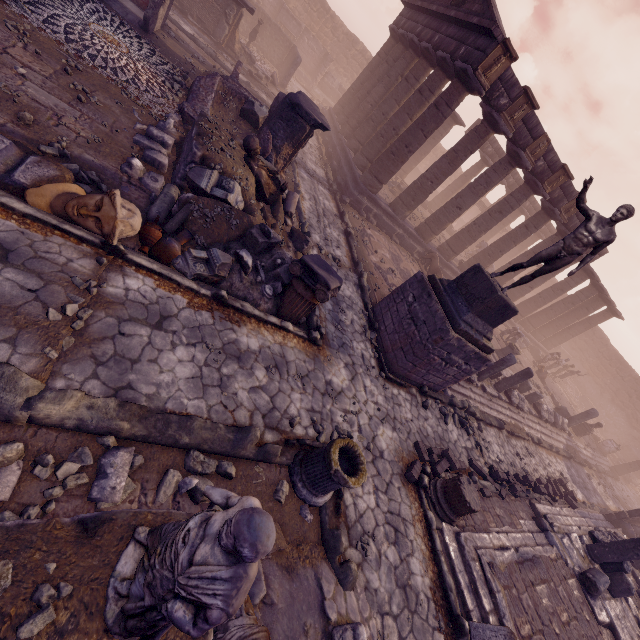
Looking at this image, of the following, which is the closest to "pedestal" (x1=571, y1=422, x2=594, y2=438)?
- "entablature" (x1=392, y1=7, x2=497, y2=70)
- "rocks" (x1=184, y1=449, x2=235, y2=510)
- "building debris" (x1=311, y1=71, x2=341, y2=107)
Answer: "entablature" (x1=392, y1=7, x2=497, y2=70)

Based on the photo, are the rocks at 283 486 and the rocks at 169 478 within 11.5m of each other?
yes

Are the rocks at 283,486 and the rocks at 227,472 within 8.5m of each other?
yes

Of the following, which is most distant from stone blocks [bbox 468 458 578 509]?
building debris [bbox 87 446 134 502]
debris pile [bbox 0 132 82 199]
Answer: debris pile [bbox 0 132 82 199]

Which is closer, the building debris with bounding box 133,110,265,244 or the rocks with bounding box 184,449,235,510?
the rocks with bounding box 184,449,235,510

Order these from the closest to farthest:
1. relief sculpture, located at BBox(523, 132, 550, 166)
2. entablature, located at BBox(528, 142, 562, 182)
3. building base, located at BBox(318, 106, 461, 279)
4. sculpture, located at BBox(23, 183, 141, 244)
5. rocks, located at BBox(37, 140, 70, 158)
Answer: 1. sculpture, located at BBox(23, 183, 141, 244)
2. rocks, located at BBox(37, 140, 70, 158)
3. relief sculpture, located at BBox(523, 132, 550, 166)
4. entablature, located at BBox(528, 142, 562, 182)
5. building base, located at BBox(318, 106, 461, 279)

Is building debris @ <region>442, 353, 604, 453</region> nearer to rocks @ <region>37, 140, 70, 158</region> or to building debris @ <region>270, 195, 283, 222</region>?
building debris @ <region>270, 195, 283, 222</region>

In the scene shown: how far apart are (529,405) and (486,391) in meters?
4.9 m
